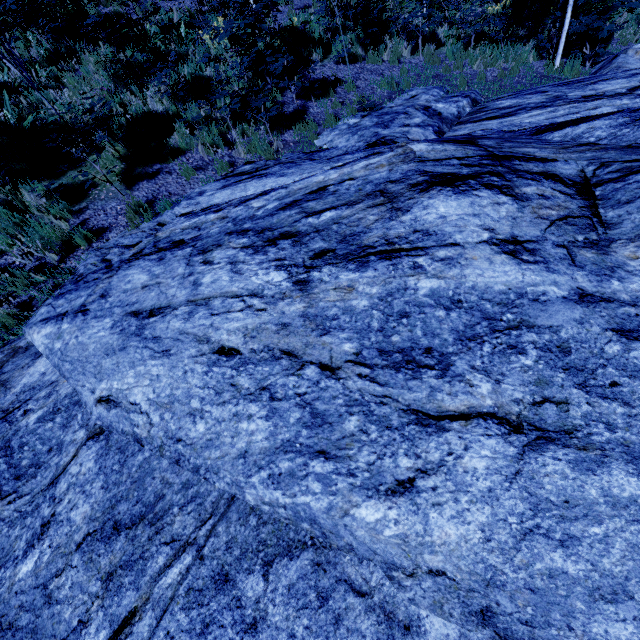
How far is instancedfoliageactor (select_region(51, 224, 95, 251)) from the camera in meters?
5.5

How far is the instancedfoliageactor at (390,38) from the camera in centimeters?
942cm

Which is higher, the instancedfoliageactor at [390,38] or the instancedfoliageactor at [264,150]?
the instancedfoliageactor at [264,150]

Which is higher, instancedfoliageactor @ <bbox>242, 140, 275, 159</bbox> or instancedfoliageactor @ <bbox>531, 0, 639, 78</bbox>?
instancedfoliageactor @ <bbox>242, 140, 275, 159</bbox>

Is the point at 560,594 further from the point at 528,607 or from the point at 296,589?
the point at 296,589

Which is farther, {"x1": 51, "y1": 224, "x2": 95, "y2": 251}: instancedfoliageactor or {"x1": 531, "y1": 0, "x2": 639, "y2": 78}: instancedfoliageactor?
{"x1": 531, "y1": 0, "x2": 639, "y2": 78}: instancedfoliageactor

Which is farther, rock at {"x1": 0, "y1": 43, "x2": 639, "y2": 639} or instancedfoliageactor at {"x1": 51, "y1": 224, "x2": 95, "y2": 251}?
instancedfoliageactor at {"x1": 51, "y1": 224, "x2": 95, "y2": 251}
